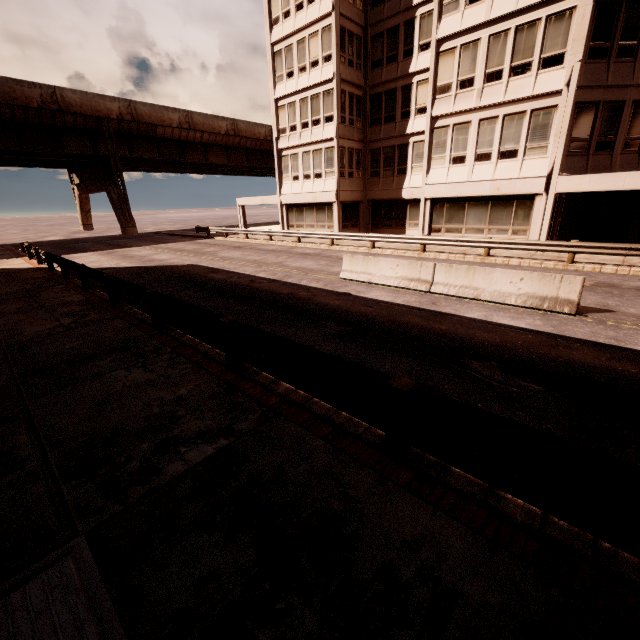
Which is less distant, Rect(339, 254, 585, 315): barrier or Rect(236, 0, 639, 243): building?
Rect(339, 254, 585, 315): barrier

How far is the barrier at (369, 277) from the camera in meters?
8.7 m

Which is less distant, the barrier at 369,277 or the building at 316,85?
the barrier at 369,277

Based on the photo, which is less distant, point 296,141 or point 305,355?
point 305,355

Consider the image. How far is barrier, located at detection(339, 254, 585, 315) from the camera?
8.7 meters

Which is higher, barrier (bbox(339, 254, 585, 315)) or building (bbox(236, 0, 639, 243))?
building (bbox(236, 0, 639, 243))
